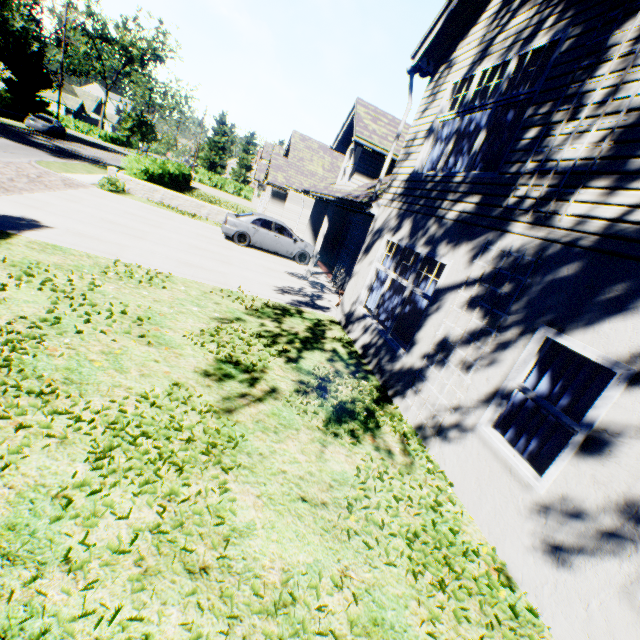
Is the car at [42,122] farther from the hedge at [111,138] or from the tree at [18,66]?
the hedge at [111,138]

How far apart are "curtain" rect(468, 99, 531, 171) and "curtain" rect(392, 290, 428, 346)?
2.2 meters

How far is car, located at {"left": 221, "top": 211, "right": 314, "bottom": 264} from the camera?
14.59m

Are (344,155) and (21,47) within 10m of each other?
no

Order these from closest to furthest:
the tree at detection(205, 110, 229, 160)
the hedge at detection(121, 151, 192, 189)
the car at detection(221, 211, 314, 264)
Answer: the car at detection(221, 211, 314, 264) < the hedge at detection(121, 151, 192, 189) < the tree at detection(205, 110, 229, 160)

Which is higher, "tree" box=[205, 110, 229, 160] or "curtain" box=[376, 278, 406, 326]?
"tree" box=[205, 110, 229, 160]

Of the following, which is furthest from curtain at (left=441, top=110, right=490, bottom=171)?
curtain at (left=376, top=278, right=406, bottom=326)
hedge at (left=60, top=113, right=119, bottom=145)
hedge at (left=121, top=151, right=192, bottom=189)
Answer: hedge at (left=60, top=113, right=119, bottom=145)

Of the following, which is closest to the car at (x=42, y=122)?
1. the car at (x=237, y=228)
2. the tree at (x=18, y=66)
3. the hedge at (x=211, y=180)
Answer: the tree at (x=18, y=66)
